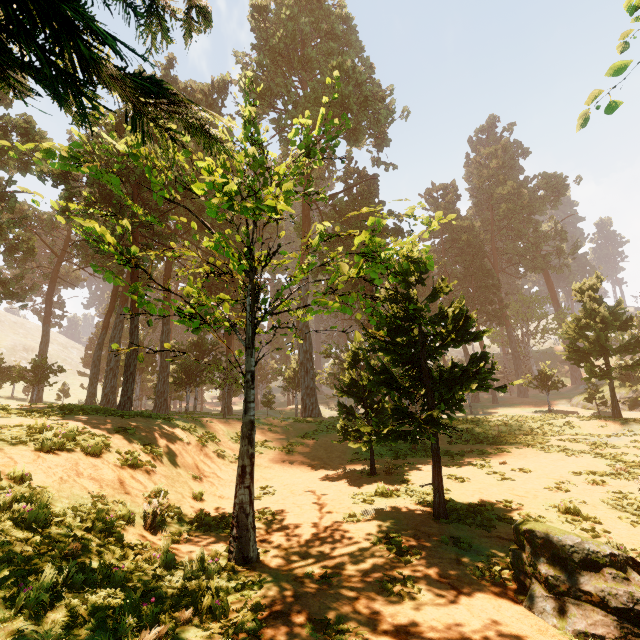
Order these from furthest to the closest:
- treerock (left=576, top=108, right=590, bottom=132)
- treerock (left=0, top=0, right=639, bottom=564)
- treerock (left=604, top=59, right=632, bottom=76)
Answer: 1. treerock (left=576, top=108, right=590, bottom=132)
2. treerock (left=604, top=59, right=632, bottom=76)
3. treerock (left=0, top=0, right=639, bottom=564)

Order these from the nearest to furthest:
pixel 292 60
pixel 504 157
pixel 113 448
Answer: pixel 113 448 → pixel 292 60 → pixel 504 157

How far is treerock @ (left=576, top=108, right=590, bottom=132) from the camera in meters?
5.0

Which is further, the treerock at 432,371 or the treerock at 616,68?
the treerock at 616,68

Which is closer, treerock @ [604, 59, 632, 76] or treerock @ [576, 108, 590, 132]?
treerock @ [604, 59, 632, 76]

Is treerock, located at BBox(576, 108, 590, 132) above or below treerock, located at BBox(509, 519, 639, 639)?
above

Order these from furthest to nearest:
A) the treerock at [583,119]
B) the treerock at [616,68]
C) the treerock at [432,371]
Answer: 1. the treerock at [583,119]
2. the treerock at [616,68]
3. the treerock at [432,371]
